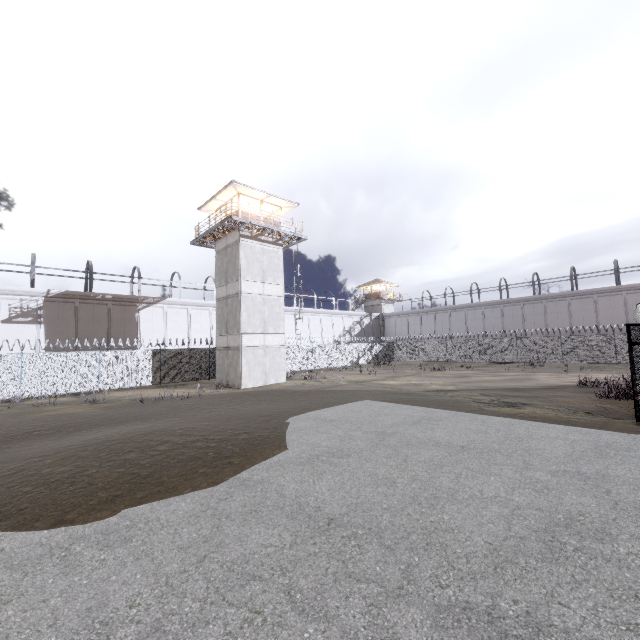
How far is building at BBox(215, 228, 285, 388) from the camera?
23.8 meters

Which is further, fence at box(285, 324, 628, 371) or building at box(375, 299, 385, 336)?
building at box(375, 299, 385, 336)

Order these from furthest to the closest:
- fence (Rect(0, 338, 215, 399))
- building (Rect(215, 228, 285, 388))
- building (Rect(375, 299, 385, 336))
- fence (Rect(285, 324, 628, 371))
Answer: building (Rect(375, 299, 385, 336)), fence (Rect(285, 324, 628, 371)), building (Rect(215, 228, 285, 388)), fence (Rect(0, 338, 215, 399))

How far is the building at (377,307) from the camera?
58.9m

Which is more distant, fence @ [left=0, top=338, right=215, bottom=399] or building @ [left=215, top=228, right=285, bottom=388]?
building @ [left=215, top=228, right=285, bottom=388]

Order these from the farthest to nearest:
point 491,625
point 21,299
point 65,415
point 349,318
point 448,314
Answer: point 349,318 → point 448,314 → point 21,299 → point 65,415 → point 491,625

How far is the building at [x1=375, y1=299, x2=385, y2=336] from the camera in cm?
5887

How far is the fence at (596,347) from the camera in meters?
30.2
